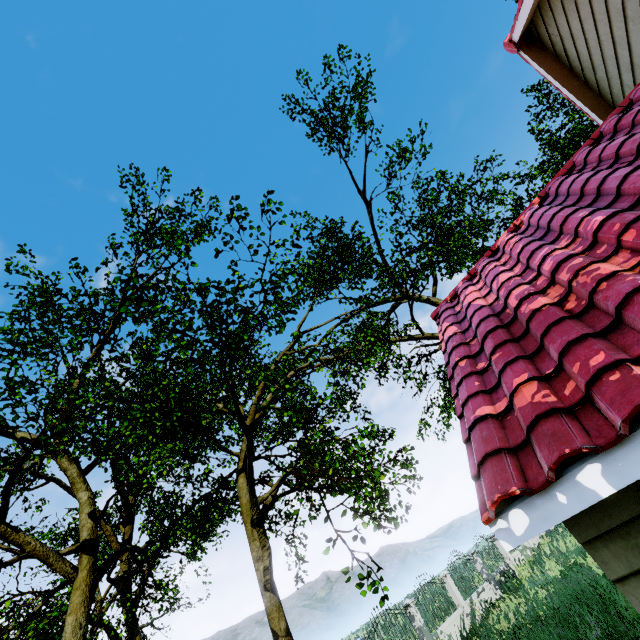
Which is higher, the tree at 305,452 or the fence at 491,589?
the tree at 305,452

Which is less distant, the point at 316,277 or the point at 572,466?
the point at 572,466

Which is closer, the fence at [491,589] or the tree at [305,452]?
the tree at [305,452]

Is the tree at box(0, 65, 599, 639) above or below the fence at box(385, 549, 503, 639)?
above

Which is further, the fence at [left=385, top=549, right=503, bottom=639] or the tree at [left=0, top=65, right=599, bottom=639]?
the fence at [left=385, top=549, right=503, bottom=639]
